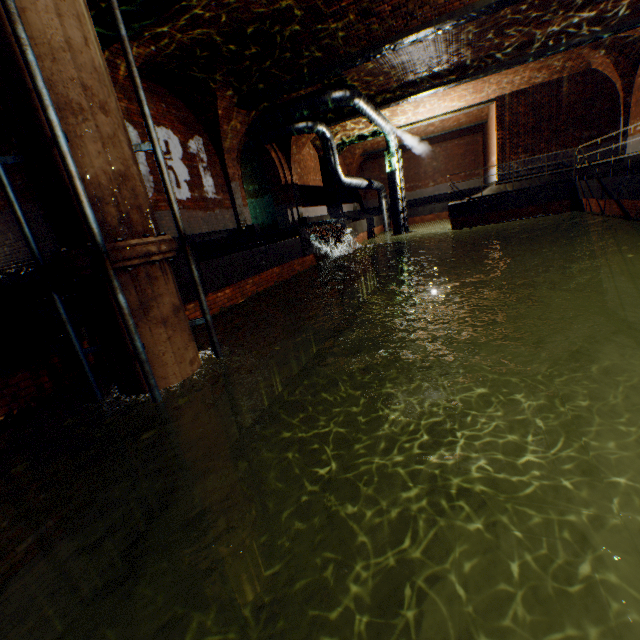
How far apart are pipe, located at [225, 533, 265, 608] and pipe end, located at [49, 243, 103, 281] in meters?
4.2 m

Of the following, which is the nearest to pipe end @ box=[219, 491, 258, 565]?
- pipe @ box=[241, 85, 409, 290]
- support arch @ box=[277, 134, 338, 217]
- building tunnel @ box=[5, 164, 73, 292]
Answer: building tunnel @ box=[5, 164, 73, 292]

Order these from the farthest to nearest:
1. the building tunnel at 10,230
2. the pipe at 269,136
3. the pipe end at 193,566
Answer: the pipe at 269,136, the building tunnel at 10,230, the pipe end at 193,566

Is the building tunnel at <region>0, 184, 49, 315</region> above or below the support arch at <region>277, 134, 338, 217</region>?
below

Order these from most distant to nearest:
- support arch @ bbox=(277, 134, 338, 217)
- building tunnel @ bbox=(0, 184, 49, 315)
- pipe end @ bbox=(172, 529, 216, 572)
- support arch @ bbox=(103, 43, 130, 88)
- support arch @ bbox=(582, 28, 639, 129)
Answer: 1. support arch @ bbox=(277, 134, 338, 217)
2. support arch @ bbox=(582, 28, 639, 129)
3. building tunnel @ bbox=(0, 184, 49, 315)
4. support arch @ bbox=(103, 43, 130, 88)
5. pipe end @ bbox=(172, 529, 216, 572)

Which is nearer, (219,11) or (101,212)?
(101,212)

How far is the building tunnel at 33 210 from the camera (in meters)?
7.64

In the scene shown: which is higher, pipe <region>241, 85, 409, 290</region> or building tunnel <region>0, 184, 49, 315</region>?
pipe <region>241, 85, 409, 290</region>
